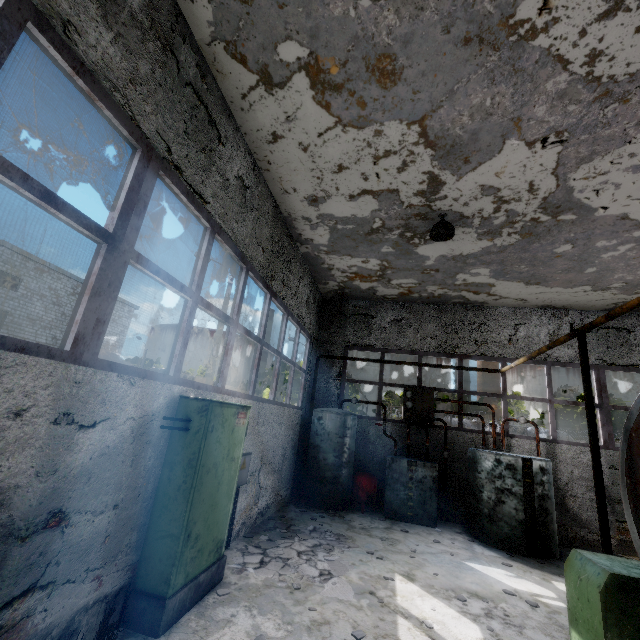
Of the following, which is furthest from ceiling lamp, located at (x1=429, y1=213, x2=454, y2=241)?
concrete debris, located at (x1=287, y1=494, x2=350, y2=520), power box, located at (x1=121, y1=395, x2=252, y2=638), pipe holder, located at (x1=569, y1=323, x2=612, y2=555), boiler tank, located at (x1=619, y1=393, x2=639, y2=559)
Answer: concrete debris, located at (x1=287, y1=494, x2=350, y2=520)

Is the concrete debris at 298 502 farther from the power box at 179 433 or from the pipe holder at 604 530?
the pipe holder at 604 530

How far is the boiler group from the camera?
7.61m

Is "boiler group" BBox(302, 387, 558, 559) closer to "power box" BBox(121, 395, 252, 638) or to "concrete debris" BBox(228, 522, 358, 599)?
"concrete debris" BBox(228, 522, 358, 599)

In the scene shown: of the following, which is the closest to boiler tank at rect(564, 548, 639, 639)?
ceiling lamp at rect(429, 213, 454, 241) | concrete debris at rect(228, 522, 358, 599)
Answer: concrete debris at rect(228, 522, 358, 599)

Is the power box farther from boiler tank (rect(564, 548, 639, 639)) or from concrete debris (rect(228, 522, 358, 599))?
boiler tank (rect(564, 548, 639, 639))

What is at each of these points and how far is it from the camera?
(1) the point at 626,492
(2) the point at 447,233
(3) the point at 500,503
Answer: (1) boiler tank, 4.95m
(2) ceiling lamp, 6.93m
(3) boiler group, 7.85m

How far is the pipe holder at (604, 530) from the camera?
4.7m
